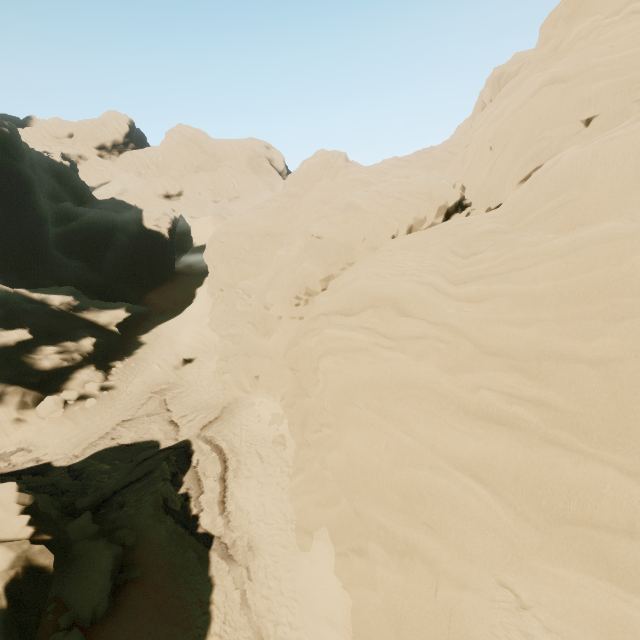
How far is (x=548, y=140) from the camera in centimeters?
1494cm

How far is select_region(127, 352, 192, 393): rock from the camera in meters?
26.5

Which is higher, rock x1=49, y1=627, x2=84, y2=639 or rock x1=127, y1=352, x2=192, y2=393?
rock x1=49, y1=627, x2=84, y2=639

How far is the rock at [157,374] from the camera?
26.47m

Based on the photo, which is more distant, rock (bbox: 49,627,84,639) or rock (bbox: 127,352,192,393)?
rock (bbox: 127,352,192,393)

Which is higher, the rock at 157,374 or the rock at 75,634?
the rock at 75,634
